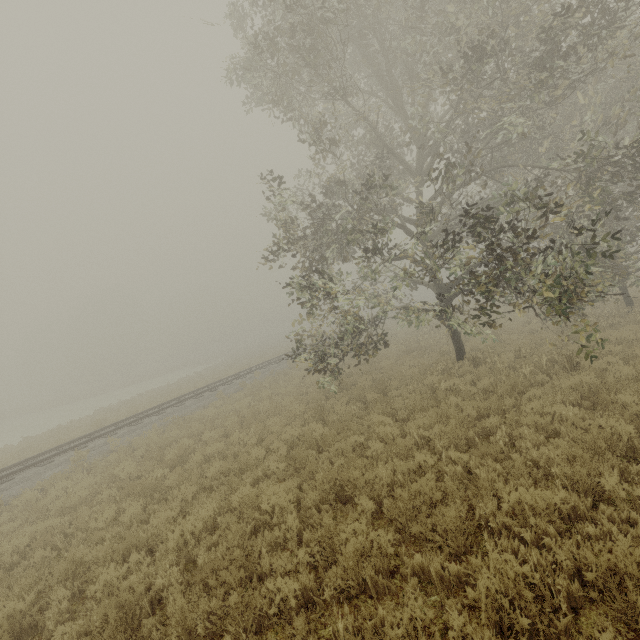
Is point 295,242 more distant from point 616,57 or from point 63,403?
point 63,403
